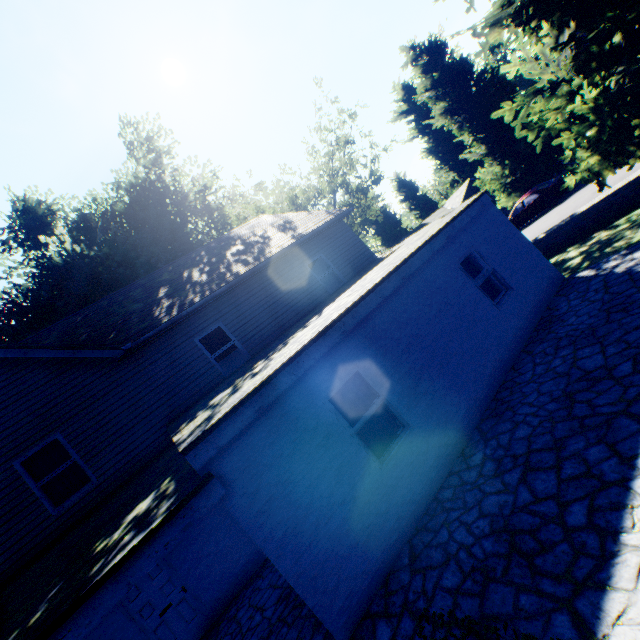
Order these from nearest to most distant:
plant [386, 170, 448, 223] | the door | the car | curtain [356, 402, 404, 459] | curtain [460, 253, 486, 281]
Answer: curtain [356, 402, 404, 459], the door, curtain [460, 253, 486, 281], the car, plant [386, 170, 448, 223]

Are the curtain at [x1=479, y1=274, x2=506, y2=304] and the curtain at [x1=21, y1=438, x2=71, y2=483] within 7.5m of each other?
no

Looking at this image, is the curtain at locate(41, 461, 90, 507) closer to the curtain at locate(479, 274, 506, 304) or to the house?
the curtain at locate(479, 274, 506, 304)

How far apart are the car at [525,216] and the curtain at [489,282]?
16.3m

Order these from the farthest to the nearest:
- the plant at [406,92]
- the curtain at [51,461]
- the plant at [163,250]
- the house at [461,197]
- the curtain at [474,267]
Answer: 1. the house at [461,197]
2. the plant at [163,250]
3. the curtain at [474,267]
4. the curtain at [51,461]
5. the plant at [406,92]

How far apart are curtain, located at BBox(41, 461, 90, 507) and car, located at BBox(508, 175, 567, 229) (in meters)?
25.80

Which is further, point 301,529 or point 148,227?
point 148,227

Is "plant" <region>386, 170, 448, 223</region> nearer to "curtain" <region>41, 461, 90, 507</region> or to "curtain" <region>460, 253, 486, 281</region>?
"curtain" <region>460, 253, 486, 281</region>
